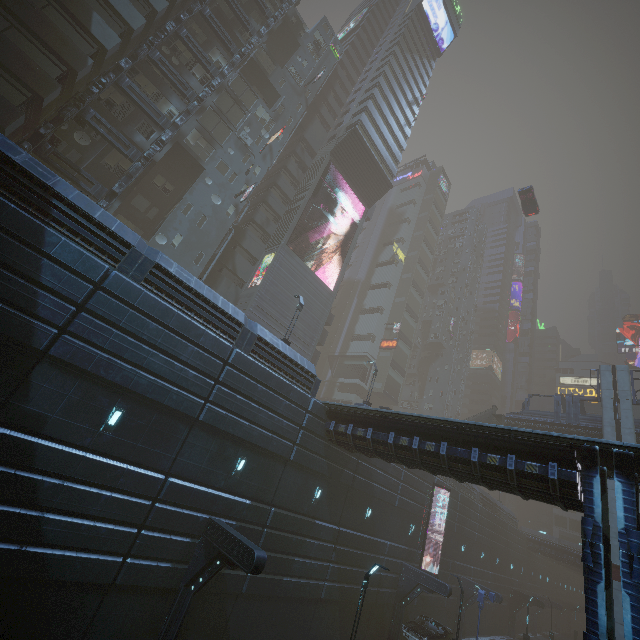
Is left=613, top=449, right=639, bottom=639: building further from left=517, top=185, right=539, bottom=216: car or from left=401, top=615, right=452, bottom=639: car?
left=517, top=185, right=539, bottom=216: car

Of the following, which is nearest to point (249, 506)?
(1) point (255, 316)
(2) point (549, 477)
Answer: (2) point (549, 477)

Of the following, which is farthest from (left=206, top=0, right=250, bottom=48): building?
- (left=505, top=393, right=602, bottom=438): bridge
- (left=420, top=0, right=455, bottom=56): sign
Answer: (left=505, top=393, right=602, bottom=438): bridge

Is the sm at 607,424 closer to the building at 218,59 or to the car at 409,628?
the building at 218,59

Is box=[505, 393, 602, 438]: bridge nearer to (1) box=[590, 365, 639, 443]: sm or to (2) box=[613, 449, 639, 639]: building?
(1) box=[590, 365, 639, 443]: sm

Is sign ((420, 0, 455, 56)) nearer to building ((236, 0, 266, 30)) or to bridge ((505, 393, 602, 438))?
building ((236, 0, 266, 30))

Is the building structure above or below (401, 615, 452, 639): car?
above

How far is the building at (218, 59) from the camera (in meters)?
29.16
